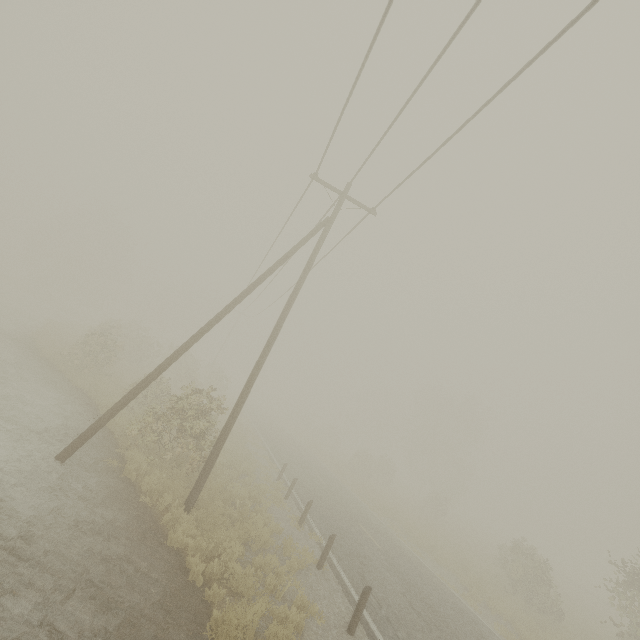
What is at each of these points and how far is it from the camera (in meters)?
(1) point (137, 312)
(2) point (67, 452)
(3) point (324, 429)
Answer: (1) tree, 57.06
(2) utility pole, 8.84
(3) tree, 52.94

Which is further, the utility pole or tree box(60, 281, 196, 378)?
tree box(60, 281, 196, 378)

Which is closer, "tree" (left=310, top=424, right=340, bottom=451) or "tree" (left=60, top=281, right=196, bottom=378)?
"tree" (left=60, top=281, right=196, bottom=378)

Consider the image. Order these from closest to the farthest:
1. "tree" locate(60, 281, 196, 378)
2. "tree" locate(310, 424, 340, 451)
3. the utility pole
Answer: the utility pole < "tree" locate(60, 281, 196, 378) < "tree" locate(310, 424, 340, 451)

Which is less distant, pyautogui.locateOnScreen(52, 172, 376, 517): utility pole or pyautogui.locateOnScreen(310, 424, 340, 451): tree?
pyautogui.locateOnScreen(52, 172, 376, 517): utility pole

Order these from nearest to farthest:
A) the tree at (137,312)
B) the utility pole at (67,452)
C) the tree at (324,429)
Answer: the utility pole at (67,452)
the tree at (137,312)
the tree at (324,429)

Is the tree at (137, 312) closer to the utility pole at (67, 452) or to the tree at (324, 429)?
the tree at (324, 429)

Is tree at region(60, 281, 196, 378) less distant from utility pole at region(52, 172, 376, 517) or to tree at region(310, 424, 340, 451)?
tree at region(310, 424, 340, 451)
